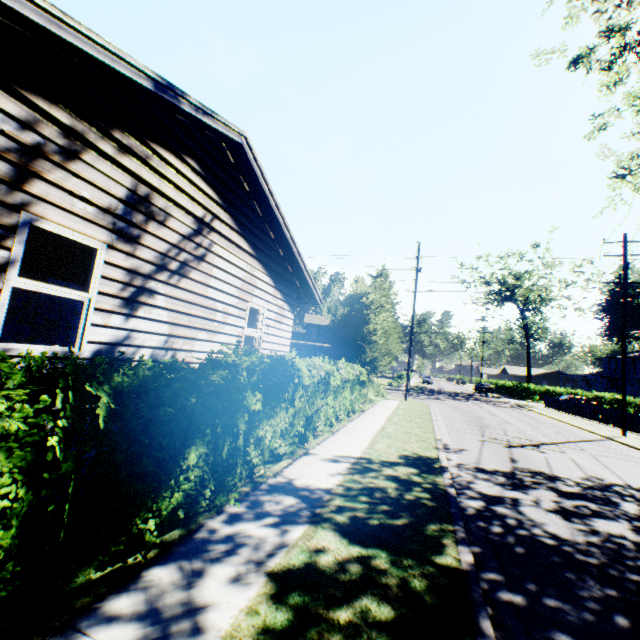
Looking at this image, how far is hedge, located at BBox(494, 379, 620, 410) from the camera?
41.88m

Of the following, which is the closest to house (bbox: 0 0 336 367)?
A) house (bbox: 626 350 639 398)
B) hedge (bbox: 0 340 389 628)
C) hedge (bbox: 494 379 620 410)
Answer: hedge (bbox: 0 340 389 628)

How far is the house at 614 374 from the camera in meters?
52.3

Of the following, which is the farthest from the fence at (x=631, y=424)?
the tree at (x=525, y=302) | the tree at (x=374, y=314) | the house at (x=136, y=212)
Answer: the house at (x=136, y=212)

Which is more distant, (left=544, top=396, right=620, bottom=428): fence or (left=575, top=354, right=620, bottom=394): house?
(left=575, top=354, right=620, bottom=394): house

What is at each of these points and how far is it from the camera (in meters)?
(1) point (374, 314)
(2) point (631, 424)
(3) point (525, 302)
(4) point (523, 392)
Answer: (1) tree, 15.45
(2) fence, 20.78
(3) tree, 44.06
(4) hedge, 45.09

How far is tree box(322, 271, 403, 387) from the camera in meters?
15.0

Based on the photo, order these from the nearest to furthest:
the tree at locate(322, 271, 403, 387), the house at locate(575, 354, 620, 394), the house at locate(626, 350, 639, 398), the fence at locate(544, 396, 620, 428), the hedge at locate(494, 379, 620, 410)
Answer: the tree at locate(322, 271, 403, 387)
the fence at locate(544, 396, 620, 428)
the hedge at locate(494, 379, 620, 410)
the house at locate(626, 350, 639, 398)
the house at locate(575, 354, 620, 394)
